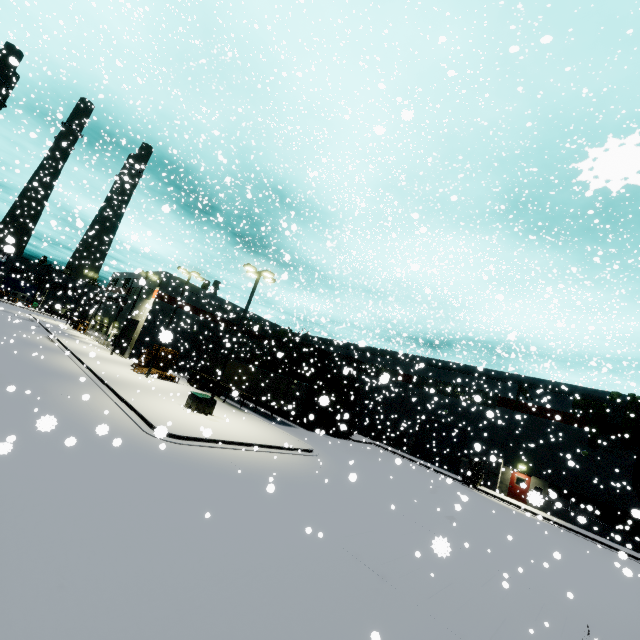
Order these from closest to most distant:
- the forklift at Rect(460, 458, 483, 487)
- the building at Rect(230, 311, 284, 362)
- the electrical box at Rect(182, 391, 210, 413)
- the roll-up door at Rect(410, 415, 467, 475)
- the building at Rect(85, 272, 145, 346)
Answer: the electrical box at Rect(182, 391, 210, 413)
the forklift at Rect(460, 458, 483, 487)
the roll-up door at Rect(410, 415, 467, 475)
the building at Rect(85, 272, 145, 346)
the building at Rect(230, 311, 284, 362)

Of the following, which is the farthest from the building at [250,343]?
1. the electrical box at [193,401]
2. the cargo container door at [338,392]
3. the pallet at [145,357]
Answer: the electrical box at [193,401]

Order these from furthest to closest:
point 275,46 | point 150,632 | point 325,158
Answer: point 275,46 → point 325,158 → point 150,632

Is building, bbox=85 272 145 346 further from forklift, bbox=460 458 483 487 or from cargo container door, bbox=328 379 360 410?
cargo container door, bbox=328 379 360 410

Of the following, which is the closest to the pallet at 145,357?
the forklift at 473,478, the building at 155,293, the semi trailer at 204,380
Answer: the building at 155,293

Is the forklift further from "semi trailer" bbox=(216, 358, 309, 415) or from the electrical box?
the electrical box

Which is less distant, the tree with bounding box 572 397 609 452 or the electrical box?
the electrical box

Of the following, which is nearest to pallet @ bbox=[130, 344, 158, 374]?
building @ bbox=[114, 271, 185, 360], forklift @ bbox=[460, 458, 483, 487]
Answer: building @ bbox=[114, 271, 185, 360]
